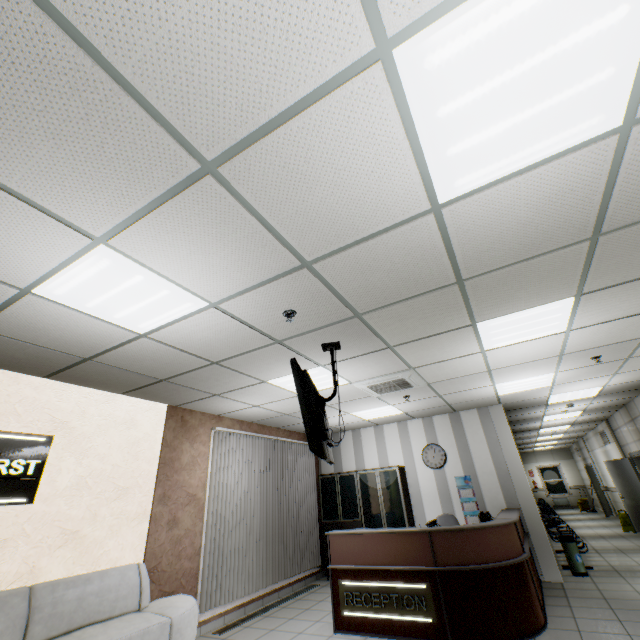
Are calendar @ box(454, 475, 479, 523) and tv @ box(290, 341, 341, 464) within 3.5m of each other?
no

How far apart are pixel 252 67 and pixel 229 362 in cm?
332

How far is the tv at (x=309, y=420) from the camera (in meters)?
2.81

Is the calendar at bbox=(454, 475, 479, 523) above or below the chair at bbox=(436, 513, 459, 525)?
above

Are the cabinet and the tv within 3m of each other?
no

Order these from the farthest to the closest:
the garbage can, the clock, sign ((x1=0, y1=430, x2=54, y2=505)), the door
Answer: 1. the door
2. the clock
3. the garbage can
4. sign ((x1=0, y1=430, x2=54, y2=505))

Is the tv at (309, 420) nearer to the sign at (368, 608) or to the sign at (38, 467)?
the sign at (368, 608)

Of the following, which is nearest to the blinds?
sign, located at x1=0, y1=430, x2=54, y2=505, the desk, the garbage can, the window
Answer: the desk
